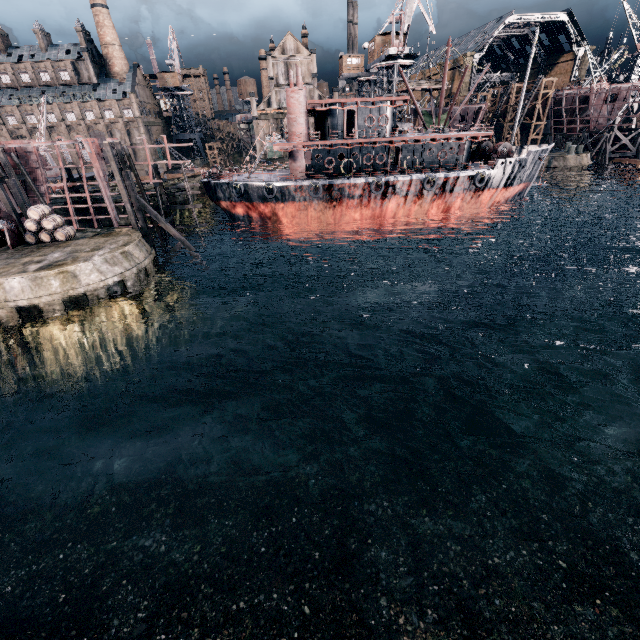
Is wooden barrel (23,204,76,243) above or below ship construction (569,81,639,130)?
below

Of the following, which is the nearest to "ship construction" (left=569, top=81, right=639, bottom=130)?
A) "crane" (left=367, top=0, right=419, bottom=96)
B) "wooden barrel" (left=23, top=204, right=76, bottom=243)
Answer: "crane" (left=367, top=0, right=419, bottom=96)

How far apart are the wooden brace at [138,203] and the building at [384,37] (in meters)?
43.62

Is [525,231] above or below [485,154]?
below

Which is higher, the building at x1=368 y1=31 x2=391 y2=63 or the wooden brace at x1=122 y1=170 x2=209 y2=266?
the building at x1=368 y1=31 x2=391 y2=63

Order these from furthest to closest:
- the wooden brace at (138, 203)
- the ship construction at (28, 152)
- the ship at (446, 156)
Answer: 1. the ship at (446, 156)
2. the ship construction at (28, 152)
3. the wooden brace at (138, 203)

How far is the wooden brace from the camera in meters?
27.4

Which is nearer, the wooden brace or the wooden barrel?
the wooden barrel
